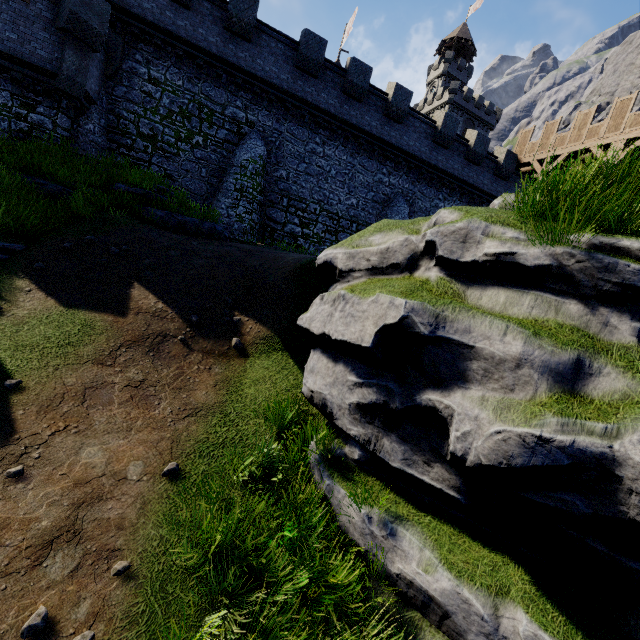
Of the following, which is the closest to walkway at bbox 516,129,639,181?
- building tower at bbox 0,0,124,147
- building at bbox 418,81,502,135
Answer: building tower at bbox 0,0,124,147

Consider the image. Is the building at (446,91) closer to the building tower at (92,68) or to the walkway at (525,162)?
the walkway at (525,162)

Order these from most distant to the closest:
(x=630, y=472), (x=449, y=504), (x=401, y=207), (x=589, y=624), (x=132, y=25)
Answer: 1. (x=401, y=207)
2. (x=132, y=25)
3. (x=449, y=504)
4. (x=589, y=624)
5. (x=630, y=472)

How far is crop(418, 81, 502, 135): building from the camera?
52.6m

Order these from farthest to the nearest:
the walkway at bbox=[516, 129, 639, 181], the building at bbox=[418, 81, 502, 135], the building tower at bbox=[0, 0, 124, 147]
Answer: the building at bbox=[418, 81, 502, 135]
the walkway at bbox=[516, 129, 639, 181]
the building tower at bbox=[0, 0, 124, 147]

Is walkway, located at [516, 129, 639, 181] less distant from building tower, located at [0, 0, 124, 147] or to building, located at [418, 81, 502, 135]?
building tower, located at [0, 0, 124, 147]

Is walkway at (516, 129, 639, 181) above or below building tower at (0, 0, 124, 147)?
above

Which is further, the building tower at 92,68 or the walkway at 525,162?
the walkway at 525,162
